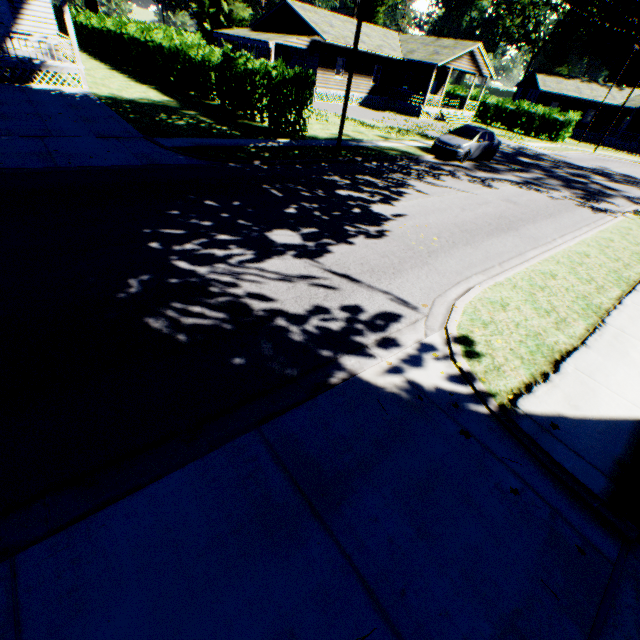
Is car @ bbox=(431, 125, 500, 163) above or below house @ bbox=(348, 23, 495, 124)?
below

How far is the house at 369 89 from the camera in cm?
3077

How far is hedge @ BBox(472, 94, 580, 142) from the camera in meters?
35.1

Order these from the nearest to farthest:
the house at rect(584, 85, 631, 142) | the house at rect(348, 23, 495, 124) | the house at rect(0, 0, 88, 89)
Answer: the house at rect(0, 0, 88, 89), the house at rect(348, 23, 495, 124), the house at rect(584, 85, 631, 142)

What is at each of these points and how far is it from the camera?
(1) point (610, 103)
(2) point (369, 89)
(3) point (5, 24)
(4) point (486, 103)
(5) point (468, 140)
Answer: (1) house, 42.7 meters
(2) house, 32.9 meters
(3) door, 17.6 meters
(4) hedge, 39.8 meters
(5) car, 17.5 meters

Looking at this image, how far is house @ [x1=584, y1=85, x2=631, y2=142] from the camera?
43.3m

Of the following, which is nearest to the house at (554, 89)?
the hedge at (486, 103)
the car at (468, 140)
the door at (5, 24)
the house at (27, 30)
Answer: the hedge at (486, 103)

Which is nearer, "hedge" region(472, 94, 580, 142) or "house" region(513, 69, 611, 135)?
"hedge" region(472, 94, 580, 142)
